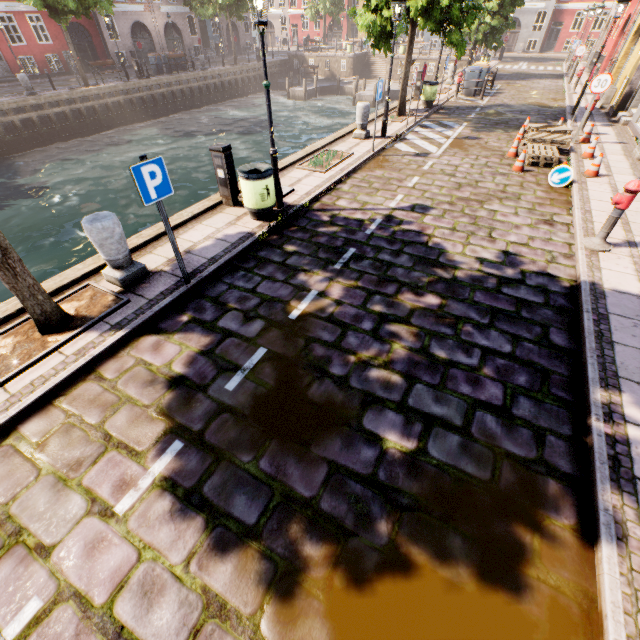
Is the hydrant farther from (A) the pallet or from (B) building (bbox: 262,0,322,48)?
(B) building (bbox: 262,0,322,48)

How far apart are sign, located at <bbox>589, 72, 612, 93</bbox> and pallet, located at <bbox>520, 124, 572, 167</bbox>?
1.14m

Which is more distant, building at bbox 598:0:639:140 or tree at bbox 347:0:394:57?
building at bbox 598:0:639:140

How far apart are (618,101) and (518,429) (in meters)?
18.31

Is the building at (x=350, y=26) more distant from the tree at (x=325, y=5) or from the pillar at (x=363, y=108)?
the pillar at (x=363, y=108)

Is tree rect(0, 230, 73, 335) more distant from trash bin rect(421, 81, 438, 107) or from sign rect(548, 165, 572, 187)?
sign rect(548, 165, 572, 187)

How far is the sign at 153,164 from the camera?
4.0m

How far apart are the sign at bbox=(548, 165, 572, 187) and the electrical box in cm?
807
